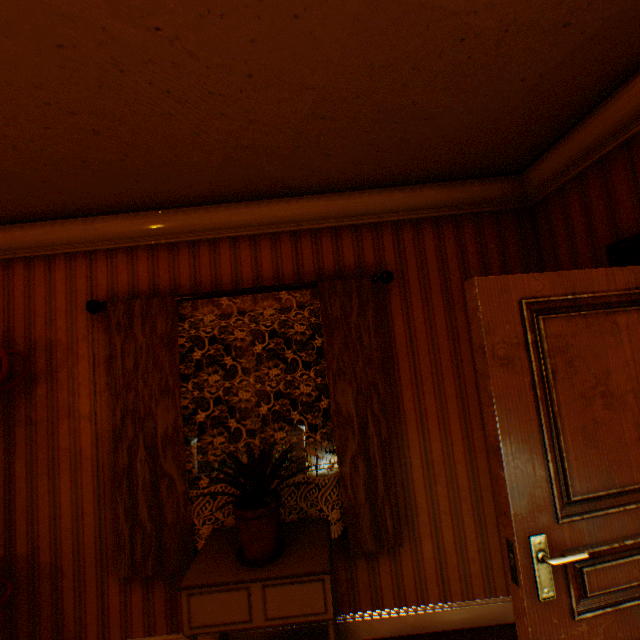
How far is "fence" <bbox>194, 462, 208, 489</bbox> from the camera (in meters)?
15.77

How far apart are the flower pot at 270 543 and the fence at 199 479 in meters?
15.1

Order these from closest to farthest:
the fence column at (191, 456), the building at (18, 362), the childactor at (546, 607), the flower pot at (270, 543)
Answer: the childactor at (546, 607)
the flower pot at (270, 543)
the building at (18, 362)
the fence column at (191, 456)

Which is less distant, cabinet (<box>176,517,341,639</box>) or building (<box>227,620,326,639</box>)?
cabinet (<box>176,517,341,639</box>)

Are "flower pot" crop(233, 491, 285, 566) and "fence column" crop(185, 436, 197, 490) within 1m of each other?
no

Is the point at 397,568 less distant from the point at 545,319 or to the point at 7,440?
the point at 545,319

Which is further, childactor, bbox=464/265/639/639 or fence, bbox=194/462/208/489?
fence, bbox=194/462/208/489

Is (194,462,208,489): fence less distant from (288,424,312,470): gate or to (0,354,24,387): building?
(288,424,312,470): gate
